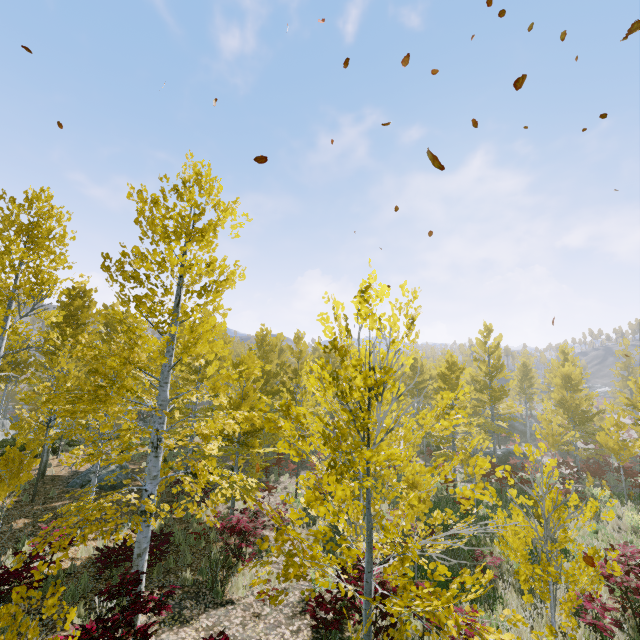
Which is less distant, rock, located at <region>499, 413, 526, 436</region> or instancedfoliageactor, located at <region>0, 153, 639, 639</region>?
instancedfoliageactor, located at <region>0, 153, 639, 639</region>

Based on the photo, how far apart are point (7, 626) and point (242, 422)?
7.30m

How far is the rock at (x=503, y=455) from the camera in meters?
29.2 m

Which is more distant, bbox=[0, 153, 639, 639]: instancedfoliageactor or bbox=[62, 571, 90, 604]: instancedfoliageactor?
bbox=[62, 571, 90, 604]: instancedfoliageactor

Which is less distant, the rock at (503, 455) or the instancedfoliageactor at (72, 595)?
the instancedfoliageactor at (72, 595)

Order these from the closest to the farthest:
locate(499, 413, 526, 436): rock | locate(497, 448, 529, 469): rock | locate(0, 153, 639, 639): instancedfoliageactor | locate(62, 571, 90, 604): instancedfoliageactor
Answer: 1. locate(0, 153, 639, 639): instancedfoliageactor
2. locate(62, 571, 90, 604): instancedfoliageactor
3. locate(497, 448, 529, 469): rock
4. locate(499, 413, 526, 436): rock

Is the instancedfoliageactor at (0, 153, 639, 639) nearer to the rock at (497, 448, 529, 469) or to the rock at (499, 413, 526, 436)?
the rock at (499, 413, 526, 436)

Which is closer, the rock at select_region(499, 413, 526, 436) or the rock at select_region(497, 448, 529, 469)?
the rock at select_region(497, 448, 529, 469)
